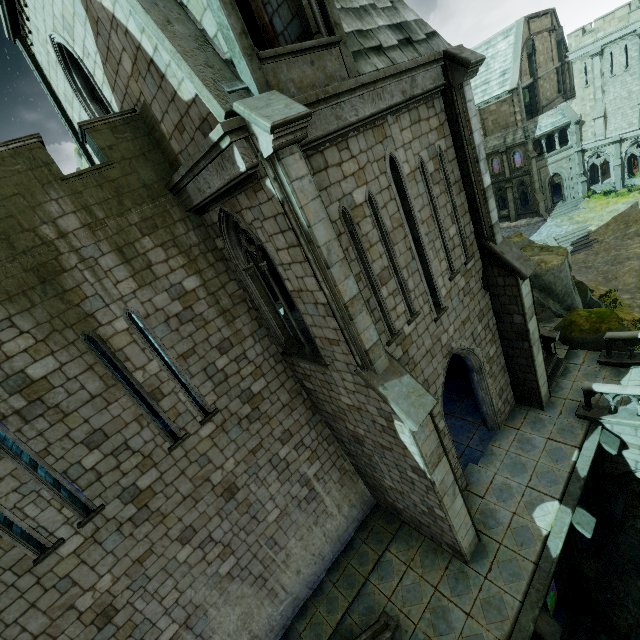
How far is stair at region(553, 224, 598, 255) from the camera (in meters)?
31.55

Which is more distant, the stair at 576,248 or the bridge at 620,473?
the stair at 576,248

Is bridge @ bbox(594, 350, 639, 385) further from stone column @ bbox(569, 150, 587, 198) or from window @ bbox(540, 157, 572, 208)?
stone column @ bbox(569, 150, 587, 198)

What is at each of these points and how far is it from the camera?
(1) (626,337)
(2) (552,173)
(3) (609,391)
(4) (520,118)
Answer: (1) bridge railing, 12.2m
(2) window, 37.6m
(3) bridge railing, 10.7m
(4) stone column, 36.4m

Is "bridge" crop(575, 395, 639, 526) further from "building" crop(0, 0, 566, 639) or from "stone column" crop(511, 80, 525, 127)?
"stone column" crop(511, 80, 525, 127)

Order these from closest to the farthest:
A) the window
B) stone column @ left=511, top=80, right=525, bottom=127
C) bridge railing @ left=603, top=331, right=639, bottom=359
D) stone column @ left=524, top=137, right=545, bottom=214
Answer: bridge railing @ left=603, top=331, right=639, bottom=359 → stone column @ left=511, top=80, right=525, bottom=127 → stone column @ left=524, top=137, right=545, bottom=214 → the window

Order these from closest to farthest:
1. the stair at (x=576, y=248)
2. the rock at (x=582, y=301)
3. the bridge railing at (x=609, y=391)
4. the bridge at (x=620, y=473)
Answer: the bridge railing at (x=609, y=391), the bridge at (x=620, y=473), the rock at (x=582, y=301), the stair at (x=576, y=248)

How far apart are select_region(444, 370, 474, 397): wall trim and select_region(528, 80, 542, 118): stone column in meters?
40.1
